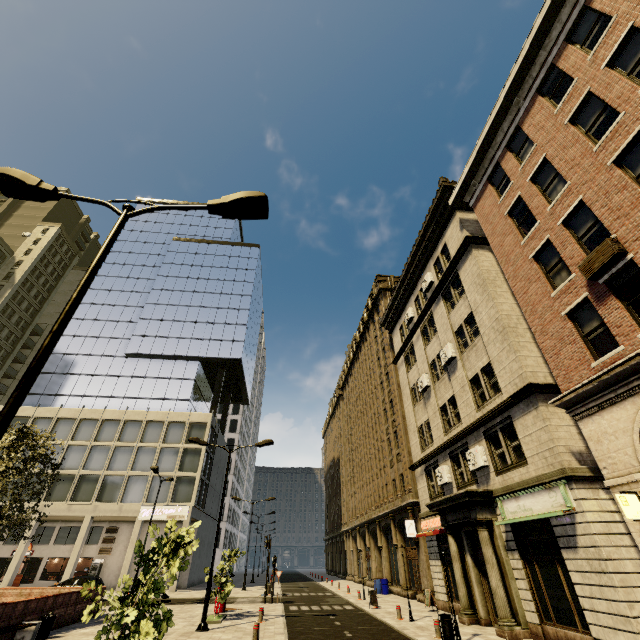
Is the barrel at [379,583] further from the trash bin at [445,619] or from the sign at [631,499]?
the sign at [631,499]

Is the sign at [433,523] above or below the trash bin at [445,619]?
above

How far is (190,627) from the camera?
14.45m

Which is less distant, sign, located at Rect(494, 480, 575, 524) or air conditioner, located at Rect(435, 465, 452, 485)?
sign, located at Rect(494, 480, 575, 524)

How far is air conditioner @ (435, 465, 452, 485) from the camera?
18.5m

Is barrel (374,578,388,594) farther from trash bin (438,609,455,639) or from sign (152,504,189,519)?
trash bin (438,609,455,639)

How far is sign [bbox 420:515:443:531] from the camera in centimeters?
1942cm

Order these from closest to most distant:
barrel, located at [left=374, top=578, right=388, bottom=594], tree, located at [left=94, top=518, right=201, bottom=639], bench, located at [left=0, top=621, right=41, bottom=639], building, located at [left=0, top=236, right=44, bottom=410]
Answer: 1. tree, located at [left=94, top=518, right=201, bottom=639]
2. bench, located at [left=0, top=621, right=41, bottom=639]
3. barrel, located at [left=374, top=578, right=388, bottom=594]
4. building, located at [left=0, top=236, right=44, bottom=410]
